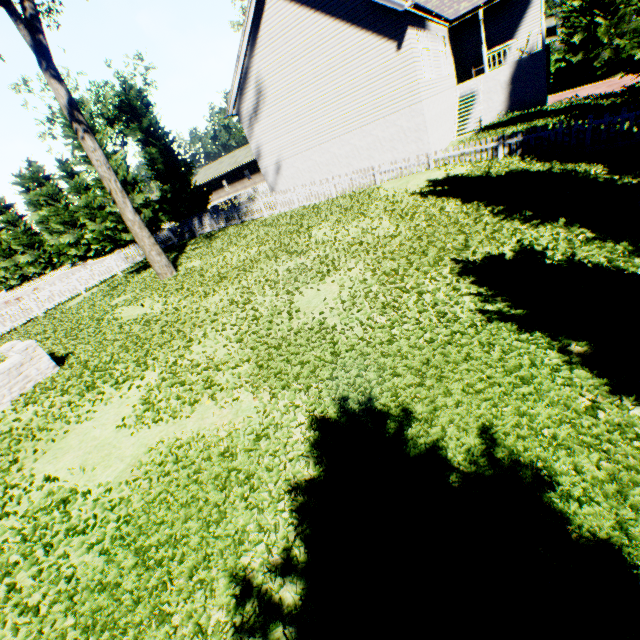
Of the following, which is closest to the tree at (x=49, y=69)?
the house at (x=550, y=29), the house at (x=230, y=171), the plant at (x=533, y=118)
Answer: the house at (x=230, y=171)

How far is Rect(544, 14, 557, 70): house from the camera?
31.36m

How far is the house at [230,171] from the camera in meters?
47.1 m

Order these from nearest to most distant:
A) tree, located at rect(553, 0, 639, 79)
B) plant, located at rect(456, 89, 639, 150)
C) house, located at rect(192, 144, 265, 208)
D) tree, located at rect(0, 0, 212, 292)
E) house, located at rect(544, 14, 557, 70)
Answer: tree, located at rect(0, 0, 212, 292) < plant, located at rect(456, 89, 639, 150) < tree, located at rect(553, 0, 639, 79) < house, located at rect(544, 14, 557, 70) < house, located at rect(192, 144, 265, 208)

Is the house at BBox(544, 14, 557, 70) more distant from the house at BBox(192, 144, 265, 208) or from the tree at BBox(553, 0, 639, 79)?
the house at BBox(192, 144, 265, 208)

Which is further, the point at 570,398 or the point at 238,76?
the point at 238,76

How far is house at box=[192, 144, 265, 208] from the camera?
47.12m

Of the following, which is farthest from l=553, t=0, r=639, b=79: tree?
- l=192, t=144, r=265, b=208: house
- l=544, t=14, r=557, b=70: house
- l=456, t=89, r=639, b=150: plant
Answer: l=544, t=14, r=557, b=70: house
